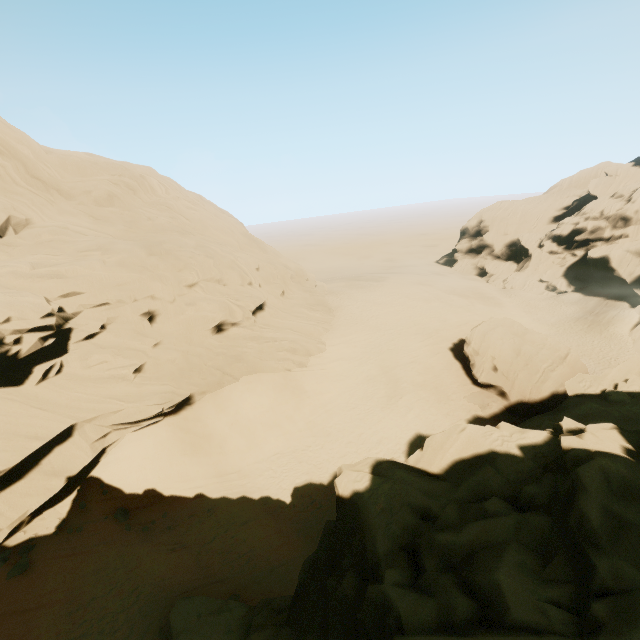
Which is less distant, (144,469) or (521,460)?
(521,460)

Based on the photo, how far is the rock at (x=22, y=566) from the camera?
13.0 meters

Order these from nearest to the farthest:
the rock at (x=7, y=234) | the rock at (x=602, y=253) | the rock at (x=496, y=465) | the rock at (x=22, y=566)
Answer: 1. the rock at (x=496, y=465)
2. the rock at (x=22, y=566)
3. the rock at (x=7, y=234)
4. the rock at (x=602, y=253)

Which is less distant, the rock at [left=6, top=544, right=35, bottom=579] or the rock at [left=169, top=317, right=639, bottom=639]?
the rock at [left=169, top=317, right=639, bottom=639]

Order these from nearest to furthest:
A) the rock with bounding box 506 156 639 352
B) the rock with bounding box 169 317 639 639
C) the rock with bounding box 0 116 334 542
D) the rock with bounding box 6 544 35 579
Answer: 1. the rock with bounding box 169 317 639 639
2. the rock with bounding box 6 544 35 579
3. the rock with bounding box 0 116 334 542
4. the rock with bounding box 506 156 639 352

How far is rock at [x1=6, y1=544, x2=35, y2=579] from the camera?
12.96m
